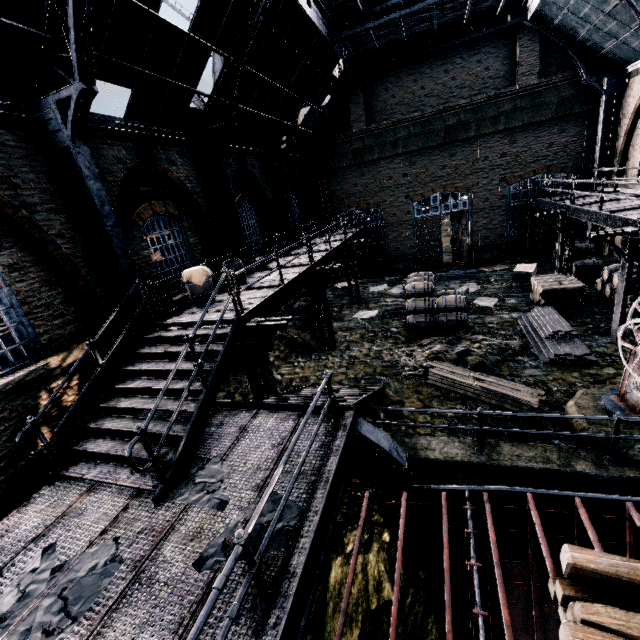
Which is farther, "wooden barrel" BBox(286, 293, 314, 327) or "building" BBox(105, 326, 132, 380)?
"wooden barrel" BBox(286, 293, 314, 327)

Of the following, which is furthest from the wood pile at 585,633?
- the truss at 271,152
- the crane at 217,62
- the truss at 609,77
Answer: the crane at 217,62

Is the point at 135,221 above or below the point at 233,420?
above

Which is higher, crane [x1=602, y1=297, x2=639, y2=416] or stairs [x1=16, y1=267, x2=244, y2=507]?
stairs [x1=16, y1=267, x2=244, y2=507]

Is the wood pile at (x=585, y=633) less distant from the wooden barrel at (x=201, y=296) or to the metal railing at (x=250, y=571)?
the metal railing at (x=250, y=571)

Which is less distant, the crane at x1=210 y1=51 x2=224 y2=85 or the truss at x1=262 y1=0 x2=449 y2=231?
the truss at x1=262 y1=0 x2=449 y2=231

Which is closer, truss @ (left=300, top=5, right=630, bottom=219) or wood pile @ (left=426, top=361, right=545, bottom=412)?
wood pile @ (left=426, top=361, right=545, bottom=412)

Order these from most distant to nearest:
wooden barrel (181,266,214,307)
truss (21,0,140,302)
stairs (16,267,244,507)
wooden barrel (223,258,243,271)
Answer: wooden barrel (223,258,243,271) → wooden barrel (181,266,214,307) → truss (21,0,140,302) → stairs (16,267,244,507)
